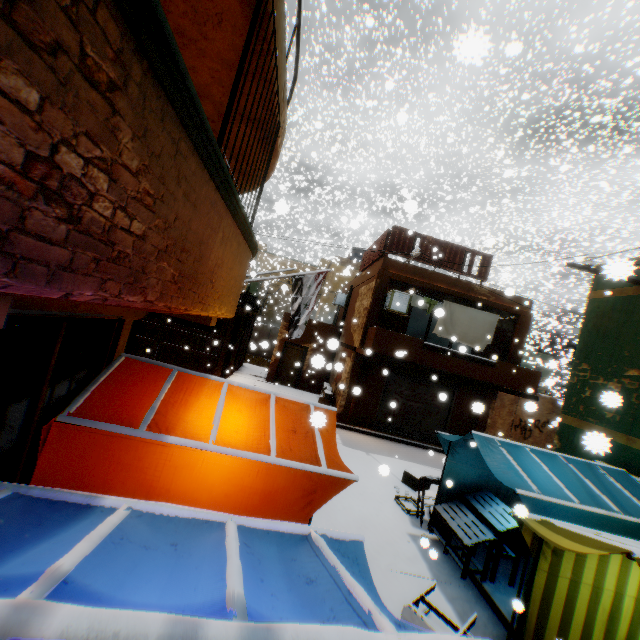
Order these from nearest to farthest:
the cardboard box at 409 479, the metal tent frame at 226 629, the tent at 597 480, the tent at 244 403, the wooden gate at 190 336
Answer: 1. the metal tent frame at 226 629
2. the tent at 244 403
3. the tent at 597 480
4. the cardboard box at 409 479
5. the wooden gate at 190 336

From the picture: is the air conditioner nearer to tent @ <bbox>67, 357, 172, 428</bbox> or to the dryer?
the dryer

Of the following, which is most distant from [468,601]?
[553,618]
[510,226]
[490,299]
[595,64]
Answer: [510,226]

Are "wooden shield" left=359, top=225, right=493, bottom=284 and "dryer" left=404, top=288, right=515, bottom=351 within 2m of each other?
yes

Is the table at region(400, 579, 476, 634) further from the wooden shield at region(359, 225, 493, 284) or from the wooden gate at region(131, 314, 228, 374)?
the wooden shield at region(359, 225, 493, 284)

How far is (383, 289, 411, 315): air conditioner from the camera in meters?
12.7 m

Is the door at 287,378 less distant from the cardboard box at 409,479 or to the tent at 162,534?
the tent at 162,534

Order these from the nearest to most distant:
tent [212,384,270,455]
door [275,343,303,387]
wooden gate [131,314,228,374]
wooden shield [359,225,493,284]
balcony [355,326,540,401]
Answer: tent [212,384,270,455] → balcony [355,326,540,401] → wooden shield [359,225,493,284] → wooden gate [131,314,228,374] → door [275,343,303,387]
